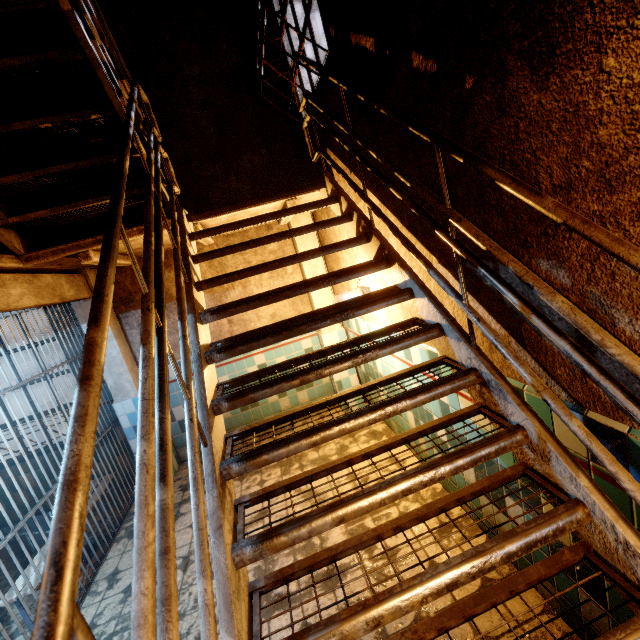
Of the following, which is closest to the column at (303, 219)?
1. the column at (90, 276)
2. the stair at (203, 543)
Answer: the stair at (203, 543)

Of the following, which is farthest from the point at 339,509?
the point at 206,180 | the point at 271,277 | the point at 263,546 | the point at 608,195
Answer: the point at 206,180

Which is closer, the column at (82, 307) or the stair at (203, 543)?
the stair at (203, 543)

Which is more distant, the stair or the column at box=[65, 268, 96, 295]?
the column at box=[65, 268, 96, 295]

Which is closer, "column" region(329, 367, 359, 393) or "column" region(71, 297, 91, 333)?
"column" region(71, 297, 91, 333)

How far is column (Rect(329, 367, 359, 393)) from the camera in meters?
4.8 m
